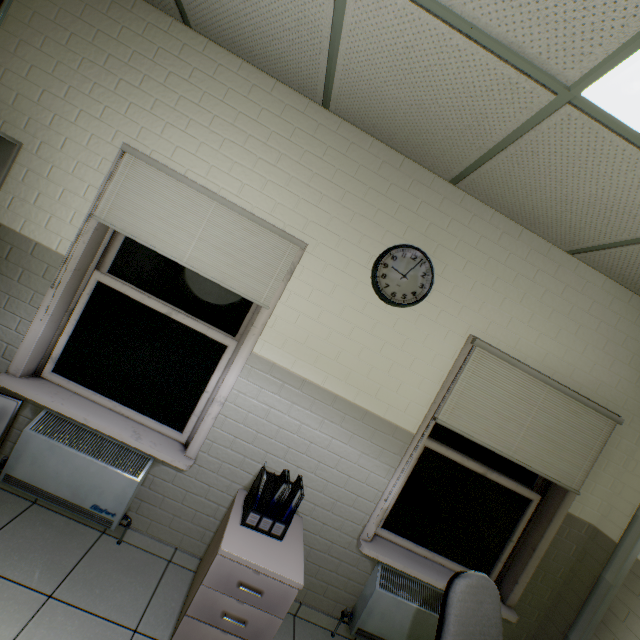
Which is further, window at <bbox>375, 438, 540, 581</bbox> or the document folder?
window at <bbox>375, 438, 540, 581</bbox>

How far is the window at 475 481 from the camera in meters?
2.5 m

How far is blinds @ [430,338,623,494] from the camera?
2.30m

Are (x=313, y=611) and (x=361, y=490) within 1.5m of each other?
yes

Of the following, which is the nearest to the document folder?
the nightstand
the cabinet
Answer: the nightstand

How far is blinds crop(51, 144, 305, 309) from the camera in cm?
206

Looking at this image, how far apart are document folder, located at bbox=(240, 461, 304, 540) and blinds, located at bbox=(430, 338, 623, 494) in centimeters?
105cm

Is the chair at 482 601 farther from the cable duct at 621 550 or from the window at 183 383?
the window at 183 383
